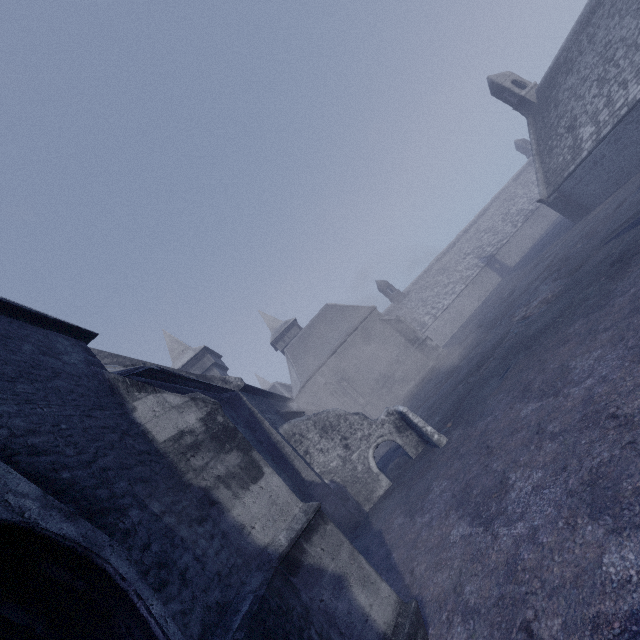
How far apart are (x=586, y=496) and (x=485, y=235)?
49.69m
